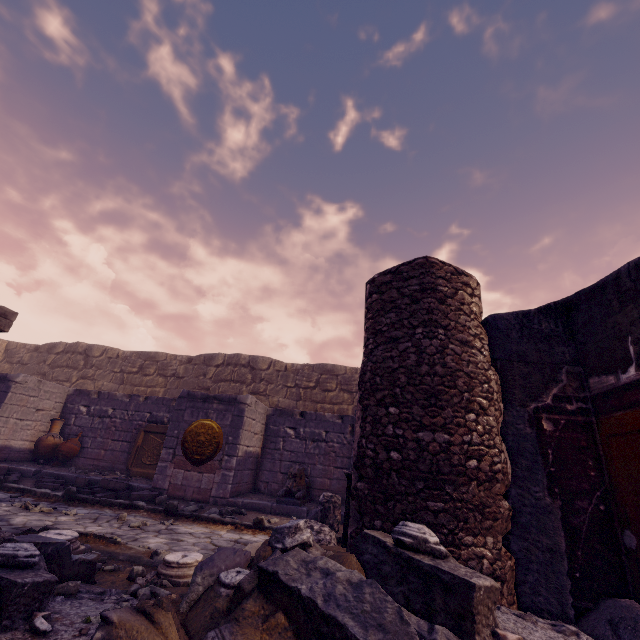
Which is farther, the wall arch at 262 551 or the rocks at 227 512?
the rocks at 227 512

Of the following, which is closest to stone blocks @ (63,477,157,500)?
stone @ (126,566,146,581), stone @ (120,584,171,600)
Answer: stone @ (126,566,146,581)

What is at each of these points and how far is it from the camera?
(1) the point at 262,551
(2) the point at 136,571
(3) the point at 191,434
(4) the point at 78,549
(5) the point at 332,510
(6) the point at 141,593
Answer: (1) wall arch, 2.50m
(2) stone, 3.03m
(3) relief sculpture, 7.83m
(4) column base, 3.35m
(5) wall arch, 6.09m
(6) stone, 2.29m

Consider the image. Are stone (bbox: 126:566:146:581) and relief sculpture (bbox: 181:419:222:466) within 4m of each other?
no

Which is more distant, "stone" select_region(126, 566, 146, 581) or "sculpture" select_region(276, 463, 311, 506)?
"sculpture" select_region(276, 463, 311, 506)

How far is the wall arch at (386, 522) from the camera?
2.45m

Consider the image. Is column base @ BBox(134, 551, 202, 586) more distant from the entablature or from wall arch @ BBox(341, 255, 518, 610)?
the entablature

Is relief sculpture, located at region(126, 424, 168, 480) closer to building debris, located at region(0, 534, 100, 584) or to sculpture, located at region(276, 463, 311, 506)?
sculpture, located at region(276, 463, 311, 506)
